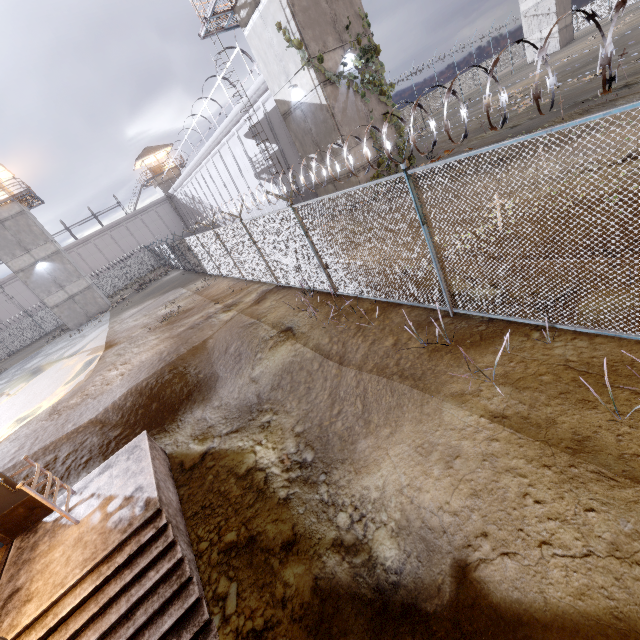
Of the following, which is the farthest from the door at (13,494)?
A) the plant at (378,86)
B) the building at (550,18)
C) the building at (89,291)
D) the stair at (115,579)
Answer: the building at (550,18)

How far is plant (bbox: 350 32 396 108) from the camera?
15.2m

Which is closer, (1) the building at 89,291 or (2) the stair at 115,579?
(2) the stair at 115,579

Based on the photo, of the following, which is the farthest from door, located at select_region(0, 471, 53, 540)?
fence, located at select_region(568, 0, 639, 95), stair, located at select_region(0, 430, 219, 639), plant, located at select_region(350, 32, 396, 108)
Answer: plant, located at select_region(350, 32, 396, 108)

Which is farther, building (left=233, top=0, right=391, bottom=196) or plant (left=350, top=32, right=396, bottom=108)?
plant (left=350, top=32, right=396, bottom=108)

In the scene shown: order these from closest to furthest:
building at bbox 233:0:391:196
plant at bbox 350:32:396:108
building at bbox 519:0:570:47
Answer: building at bbox 233:0:391:196
plant at bbox 350:32:396:108
building at bbox 519:0:570:47

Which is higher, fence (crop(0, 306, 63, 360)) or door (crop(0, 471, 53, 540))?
fence (crop(0, 306, 63, 360))

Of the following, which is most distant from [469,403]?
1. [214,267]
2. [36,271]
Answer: [36,271]
